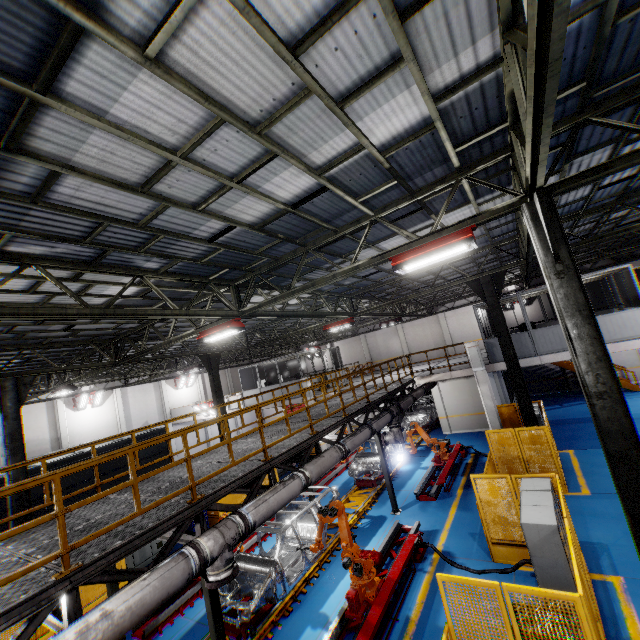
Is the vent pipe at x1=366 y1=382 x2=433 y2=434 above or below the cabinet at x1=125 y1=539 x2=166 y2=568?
above

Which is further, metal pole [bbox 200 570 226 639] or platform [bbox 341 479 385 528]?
platform [bbox 341 479 385 528]

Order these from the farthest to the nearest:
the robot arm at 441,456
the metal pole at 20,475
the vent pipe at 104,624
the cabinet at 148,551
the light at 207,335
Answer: the robot arm at 441,456
the cabinet at 148,551
the metal pole at 20,475
the light at 207,335
the vent pipe at 104,624

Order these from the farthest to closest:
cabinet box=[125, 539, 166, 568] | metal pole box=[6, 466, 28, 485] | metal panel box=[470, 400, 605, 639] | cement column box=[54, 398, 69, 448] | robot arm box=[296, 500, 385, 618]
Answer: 1. cement column box=[54, 398, 69, 448]
2. cabinet box=[125, 539, 166, 568]
3. metal pole box=[6, 466, 28, 485]
4. robot arm box=[296, 500, 385, 618]
5. metal panel box=[470, 400, 605, 639]

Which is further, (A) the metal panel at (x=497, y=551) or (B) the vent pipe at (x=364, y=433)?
(B) the vent pipe at (x=364, y=433)

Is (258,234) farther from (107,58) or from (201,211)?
(107,58)

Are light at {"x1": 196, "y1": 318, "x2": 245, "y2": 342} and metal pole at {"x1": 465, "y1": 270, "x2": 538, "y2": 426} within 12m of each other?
yes

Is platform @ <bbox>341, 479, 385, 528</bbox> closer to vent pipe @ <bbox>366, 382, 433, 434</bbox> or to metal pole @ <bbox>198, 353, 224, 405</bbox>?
vent pipe @ <bbox>366, 382, 433, 434</bbox>
